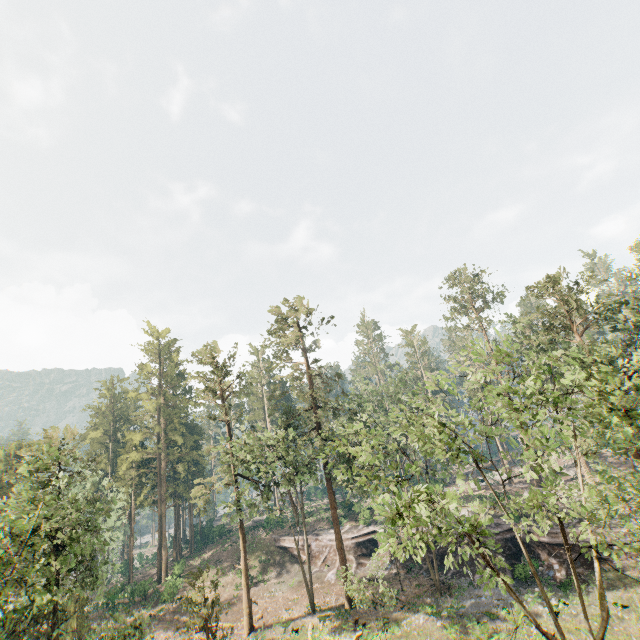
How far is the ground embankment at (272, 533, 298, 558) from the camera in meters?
43.8

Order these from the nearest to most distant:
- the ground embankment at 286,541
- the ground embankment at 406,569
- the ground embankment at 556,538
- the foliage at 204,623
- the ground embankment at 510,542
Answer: the foliage at 204,623 → the ground embankment at 556,538 → the ground embankment at 510,542 → the ground embankment at 406,569 → the ground embankment at 286,541

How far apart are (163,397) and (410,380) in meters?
40.1

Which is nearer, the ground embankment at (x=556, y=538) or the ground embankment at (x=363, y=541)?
the ground embankment at (x=556, y=538)

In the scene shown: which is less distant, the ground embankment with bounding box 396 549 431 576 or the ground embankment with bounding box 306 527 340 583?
the ground embankment with bounding box 396 549 431 576

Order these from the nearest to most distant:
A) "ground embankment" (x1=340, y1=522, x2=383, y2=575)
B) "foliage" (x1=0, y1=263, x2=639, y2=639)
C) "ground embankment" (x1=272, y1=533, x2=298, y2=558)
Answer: "foliage" (x1=0, y1=263, x2=639, y2=639), "ground embankment" (x1=340, y1=522, x2=383, y2=575), "ground embankment" (x1=272, y1=533, x2=298, y2=558)
